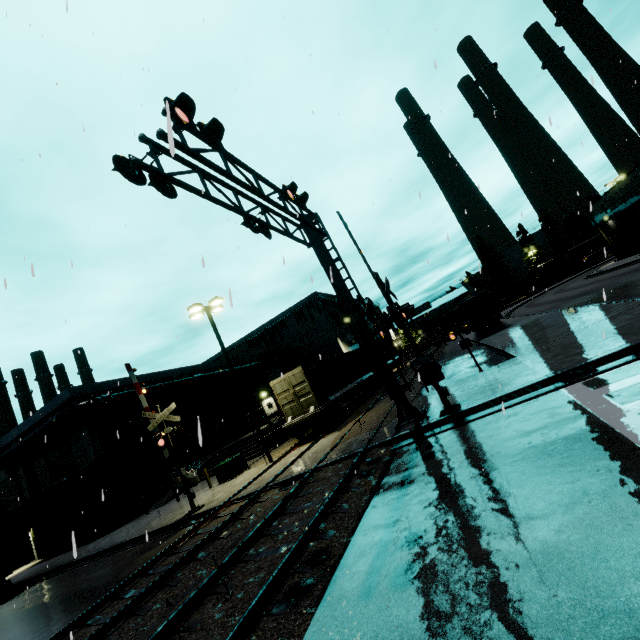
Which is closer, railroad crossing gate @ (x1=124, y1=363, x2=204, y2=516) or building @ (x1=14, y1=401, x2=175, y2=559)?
railroad crossing gate @ (x1=124, y1=363, x2=204, y2=516)

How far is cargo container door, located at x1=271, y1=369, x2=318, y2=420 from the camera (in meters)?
18.92

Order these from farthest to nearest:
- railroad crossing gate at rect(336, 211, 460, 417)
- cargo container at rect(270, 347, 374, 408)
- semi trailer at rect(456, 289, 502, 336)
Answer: semi trailer at rect(456, 289, 502, 336) → cargo container at rect(270, 347, 374, 408) → railroad crossing gate at rect(336, 211, 460, 417)

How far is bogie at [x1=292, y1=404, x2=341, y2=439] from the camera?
18.62m

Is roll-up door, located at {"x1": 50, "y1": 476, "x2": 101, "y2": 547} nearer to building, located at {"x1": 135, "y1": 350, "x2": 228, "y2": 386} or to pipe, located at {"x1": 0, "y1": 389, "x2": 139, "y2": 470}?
building, located at {"x1": 135, "y1": 350, "x2": 228, "y2": 386}

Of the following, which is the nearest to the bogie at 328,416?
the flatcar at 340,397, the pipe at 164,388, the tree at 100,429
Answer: the flatcar at 340,397

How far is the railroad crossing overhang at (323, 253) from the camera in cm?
625

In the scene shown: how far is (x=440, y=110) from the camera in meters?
9.1 m
